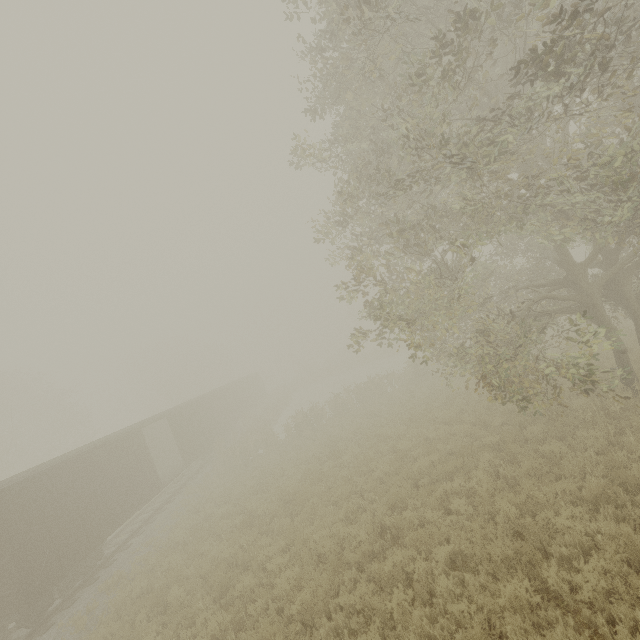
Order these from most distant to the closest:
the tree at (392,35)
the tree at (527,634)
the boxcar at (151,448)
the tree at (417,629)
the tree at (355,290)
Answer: the tree at (355,290)
the boxcar at (151,448)
the tree at (392,35)
the tree at (417,629)
the tree at (527,634)

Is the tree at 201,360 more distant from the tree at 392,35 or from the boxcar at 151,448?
the tree at 392,35

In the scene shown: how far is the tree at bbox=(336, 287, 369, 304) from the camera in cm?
1099

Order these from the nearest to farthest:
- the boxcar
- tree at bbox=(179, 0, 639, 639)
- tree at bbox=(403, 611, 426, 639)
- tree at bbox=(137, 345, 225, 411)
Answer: tree at bbox=(403, 611, 426, 639) < tree at bbox=(179, 0, 639, 639) < the boxcar < tree at bbox=(137, 345, 225, 411)

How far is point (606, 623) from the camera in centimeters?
483cm

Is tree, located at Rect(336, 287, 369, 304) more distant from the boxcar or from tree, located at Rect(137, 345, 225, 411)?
tree, located at Rect(137, 345, 225, 411)

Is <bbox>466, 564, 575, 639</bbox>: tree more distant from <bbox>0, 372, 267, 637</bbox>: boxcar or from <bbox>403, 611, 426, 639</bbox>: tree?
<bbox>0, 372, 267, 637</bbox>: boxcar
